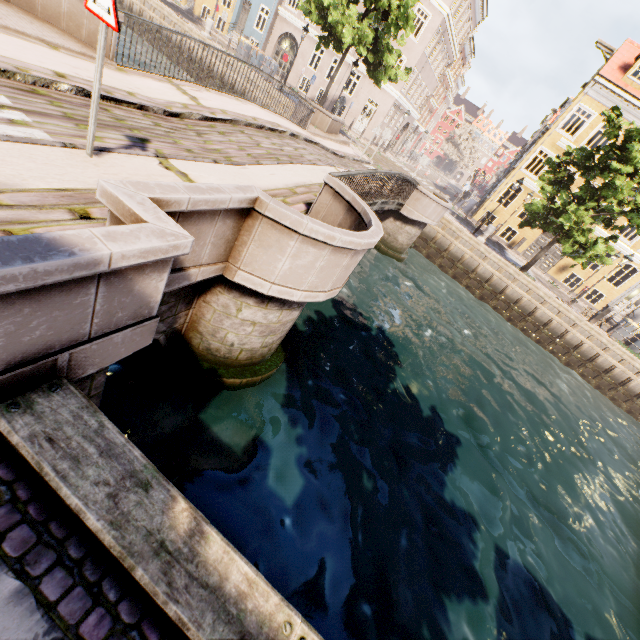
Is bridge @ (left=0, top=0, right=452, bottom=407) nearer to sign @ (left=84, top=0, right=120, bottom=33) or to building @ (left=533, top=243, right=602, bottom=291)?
sign @ (left=84, top=0, right=120, bottom=33)

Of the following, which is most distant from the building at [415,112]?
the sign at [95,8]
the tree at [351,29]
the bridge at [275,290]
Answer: the sign at [95,8]

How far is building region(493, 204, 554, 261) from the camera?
25.1 meters

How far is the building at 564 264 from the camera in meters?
24.6 m

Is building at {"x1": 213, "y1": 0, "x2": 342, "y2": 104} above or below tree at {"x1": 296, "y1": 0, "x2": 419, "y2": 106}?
below

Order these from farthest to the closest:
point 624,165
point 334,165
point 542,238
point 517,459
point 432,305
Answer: point 542,238 < point 432,305 < point 624,165 < point 334,165 < point 517,459

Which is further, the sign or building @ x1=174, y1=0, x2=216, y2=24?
building @ x1=174, y1=0, x2=216, y2=24
